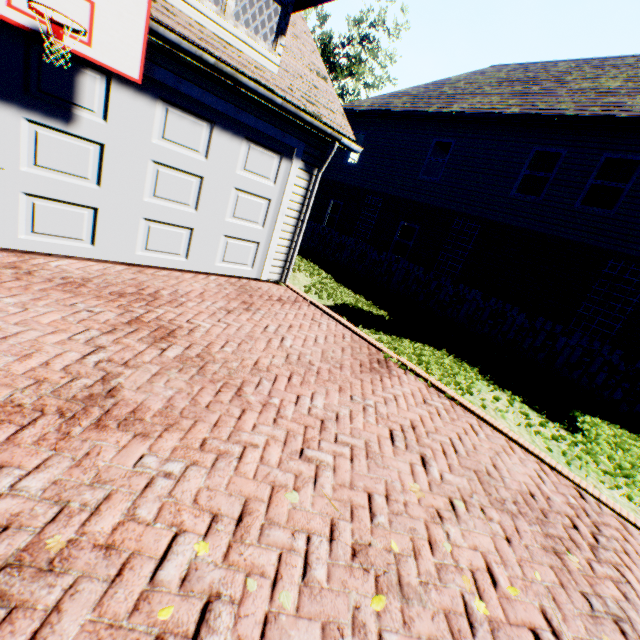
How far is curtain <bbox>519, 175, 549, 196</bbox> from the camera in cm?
1102

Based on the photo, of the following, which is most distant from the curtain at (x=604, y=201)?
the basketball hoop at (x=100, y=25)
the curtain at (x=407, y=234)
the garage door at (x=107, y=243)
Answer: the basketball hoop at (x=100, y=25)

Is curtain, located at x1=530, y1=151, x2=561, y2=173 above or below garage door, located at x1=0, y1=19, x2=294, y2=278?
above

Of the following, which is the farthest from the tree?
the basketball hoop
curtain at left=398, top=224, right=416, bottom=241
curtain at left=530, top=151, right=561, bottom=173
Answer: curtain at left=398, top=224, right=416, bottom=241

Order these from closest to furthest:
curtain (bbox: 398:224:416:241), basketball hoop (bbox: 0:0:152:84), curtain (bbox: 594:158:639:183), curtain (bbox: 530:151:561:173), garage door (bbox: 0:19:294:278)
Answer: basketball hoop (bbox: 0:0:152:84) → garage door (bbox: 0:19:294:278) → curtain (bbox: 594:158:639:183) → curtain (bbox: 530:151:561:173) → curtain (bbox: 398:224:416:241)

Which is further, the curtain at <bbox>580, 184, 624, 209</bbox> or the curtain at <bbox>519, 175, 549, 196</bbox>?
the curtain at <bbox>519, 175, 549, 196</bbox>

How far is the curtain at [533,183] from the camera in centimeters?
1102cm

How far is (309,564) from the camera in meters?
2.1
